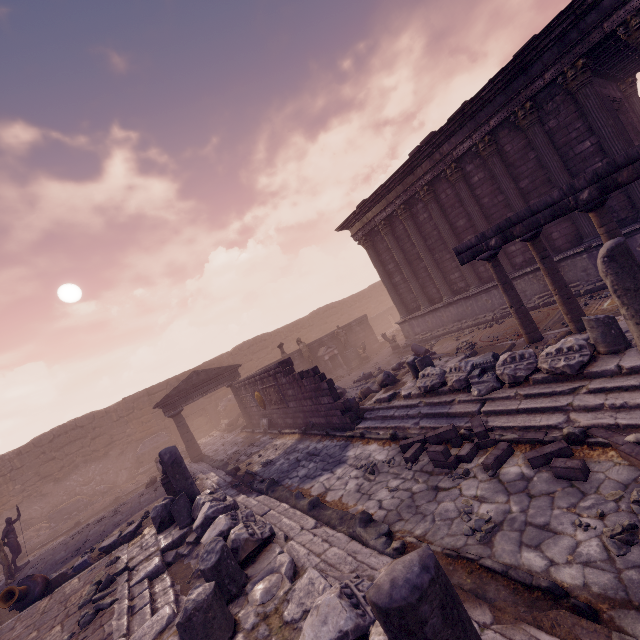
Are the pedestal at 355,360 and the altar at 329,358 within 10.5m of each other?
yes

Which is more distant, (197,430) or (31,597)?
(197,430)

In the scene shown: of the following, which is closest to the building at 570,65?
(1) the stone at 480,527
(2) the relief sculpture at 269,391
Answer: (2) the relief sculpture at 269,391

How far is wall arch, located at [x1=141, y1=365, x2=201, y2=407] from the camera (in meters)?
23.00

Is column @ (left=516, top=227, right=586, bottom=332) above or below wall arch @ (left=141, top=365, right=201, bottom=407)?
below

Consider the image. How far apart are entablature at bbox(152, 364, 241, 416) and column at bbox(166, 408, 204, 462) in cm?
2

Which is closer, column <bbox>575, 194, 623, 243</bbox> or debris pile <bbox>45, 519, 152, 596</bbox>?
column <bbox>575, 194, 623, 243</bbox>

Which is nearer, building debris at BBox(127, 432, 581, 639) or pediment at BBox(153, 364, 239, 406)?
building debris at BBox(127, 432, 581, 639)
